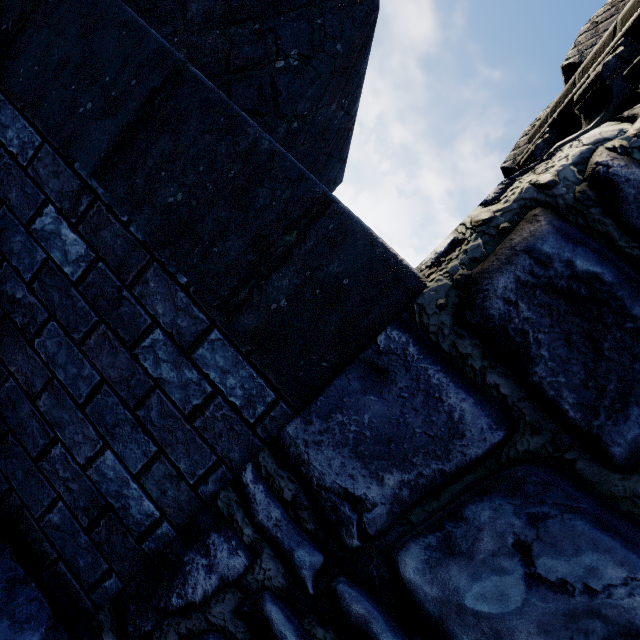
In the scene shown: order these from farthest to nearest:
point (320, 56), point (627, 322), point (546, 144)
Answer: point (546, 144)
point (320, 56)
point (627, 322)
